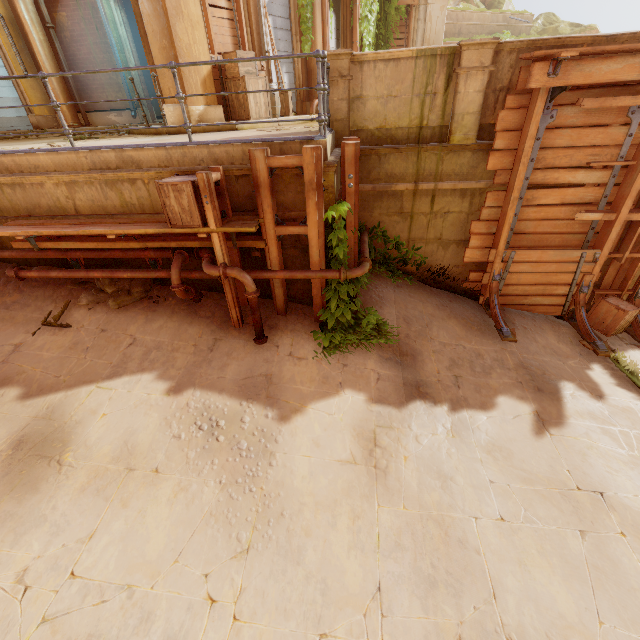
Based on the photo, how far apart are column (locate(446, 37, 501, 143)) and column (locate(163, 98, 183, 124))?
5.9 meters

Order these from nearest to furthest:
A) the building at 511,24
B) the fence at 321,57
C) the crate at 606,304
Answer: the fence at 321,57 < the crate at 606,304 < the building at 511,24

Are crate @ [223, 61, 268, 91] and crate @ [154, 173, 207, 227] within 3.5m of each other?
no

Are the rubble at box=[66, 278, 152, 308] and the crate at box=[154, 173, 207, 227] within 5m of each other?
yes

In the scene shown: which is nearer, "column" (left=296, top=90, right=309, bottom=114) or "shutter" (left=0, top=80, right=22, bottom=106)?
"shutter" (left=0, top=80, right=22, bottom=106)

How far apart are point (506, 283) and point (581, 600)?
5.5m

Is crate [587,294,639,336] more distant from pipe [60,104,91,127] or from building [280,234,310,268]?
pipe [60,104,91,127]

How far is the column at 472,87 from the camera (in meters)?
5.27
